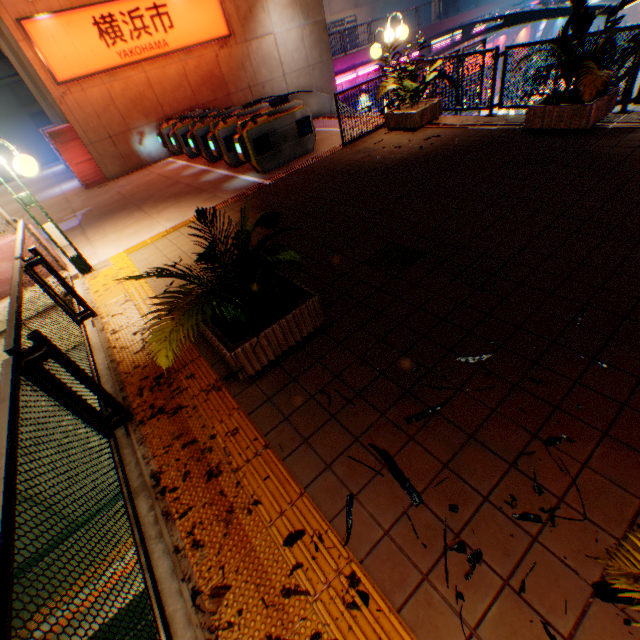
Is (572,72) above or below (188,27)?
below

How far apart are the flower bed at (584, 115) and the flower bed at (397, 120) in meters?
2.5

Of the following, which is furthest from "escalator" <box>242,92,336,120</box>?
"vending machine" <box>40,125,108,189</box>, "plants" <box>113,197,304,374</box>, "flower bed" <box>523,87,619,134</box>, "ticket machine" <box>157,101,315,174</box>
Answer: "plants" <box>113,197,304,374</box>

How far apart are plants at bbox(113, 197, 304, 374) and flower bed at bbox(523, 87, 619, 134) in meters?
5.7 m

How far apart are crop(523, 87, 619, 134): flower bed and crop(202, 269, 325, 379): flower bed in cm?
588

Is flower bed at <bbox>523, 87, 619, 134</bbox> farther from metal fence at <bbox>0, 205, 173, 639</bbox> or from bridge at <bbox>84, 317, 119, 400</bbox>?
bridge at <bbox>84, 317, 119, 400</bbox>

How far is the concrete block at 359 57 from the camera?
20.9 meters

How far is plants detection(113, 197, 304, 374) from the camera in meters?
2.6
